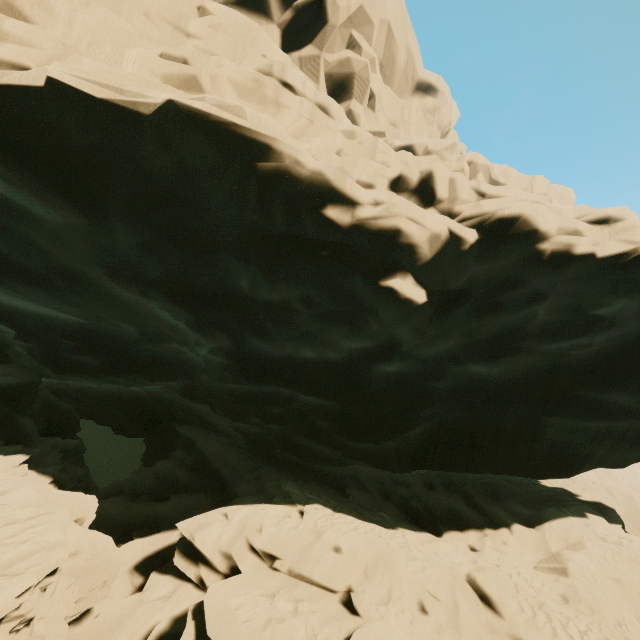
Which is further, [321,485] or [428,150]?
[321,485]
